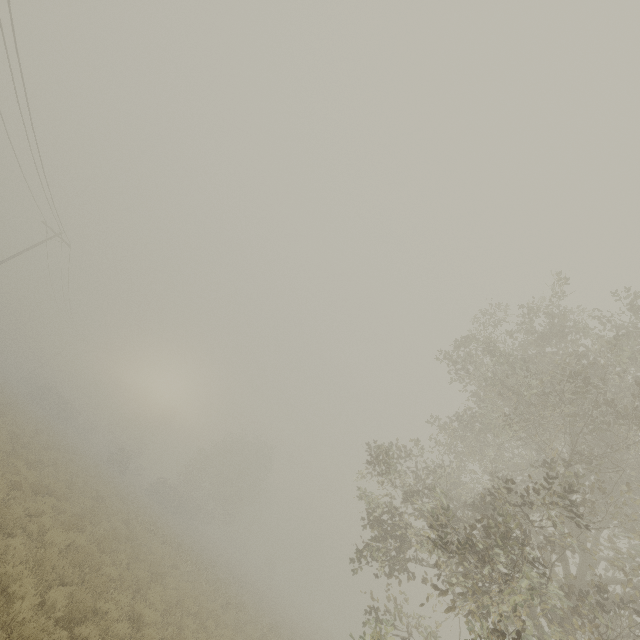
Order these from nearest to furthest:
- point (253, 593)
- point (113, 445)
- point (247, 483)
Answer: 1. point (253, 593)
2. point (247, 483)
3. point (113, 445)
